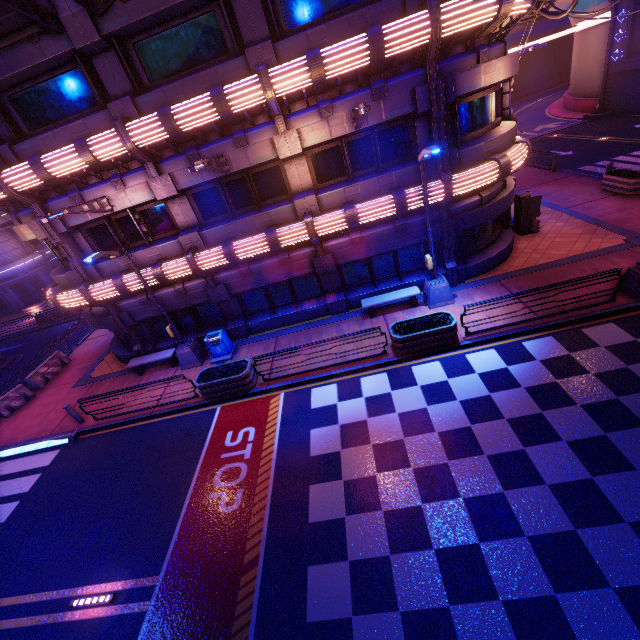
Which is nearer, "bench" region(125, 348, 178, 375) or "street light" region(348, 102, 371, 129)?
"street light" region(348, 102, 371, 129)

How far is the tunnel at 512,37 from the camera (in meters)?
52.64

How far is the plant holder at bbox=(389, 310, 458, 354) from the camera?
10.91m

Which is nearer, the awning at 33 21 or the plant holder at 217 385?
the awning at 33 21

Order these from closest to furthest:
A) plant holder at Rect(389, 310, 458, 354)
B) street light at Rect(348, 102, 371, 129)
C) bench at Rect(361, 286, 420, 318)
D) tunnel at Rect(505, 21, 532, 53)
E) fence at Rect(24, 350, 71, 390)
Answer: street light at Rect(348, 102, 371, 129) < plant holder at Rect(389, 310, 458, 354) < bench at Rect(361, 286, 420, 318) < fence at Rect(24, 350, 71, 390) < tunnel at Rect(505, 21, 532, 53)

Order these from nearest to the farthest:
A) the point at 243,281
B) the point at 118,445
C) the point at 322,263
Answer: the point at 118,445 < the point at 322,263 < the point at 243,281

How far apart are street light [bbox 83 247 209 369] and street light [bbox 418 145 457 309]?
10.0m

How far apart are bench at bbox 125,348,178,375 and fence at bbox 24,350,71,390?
6.39m
